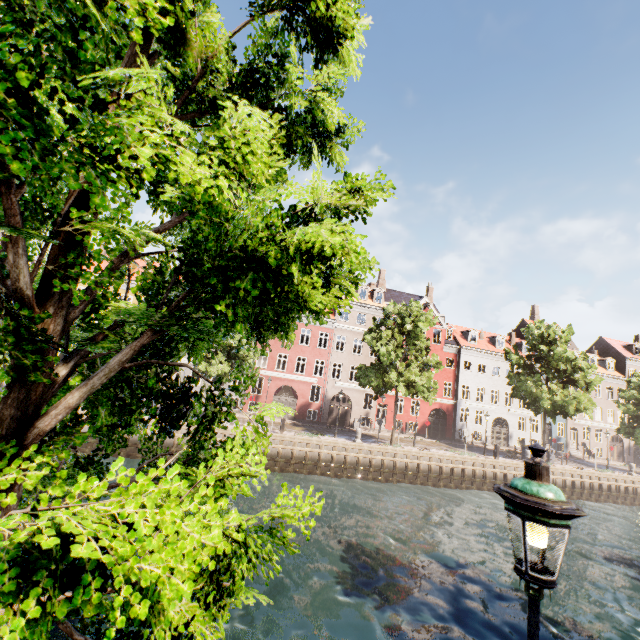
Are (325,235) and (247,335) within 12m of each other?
yes

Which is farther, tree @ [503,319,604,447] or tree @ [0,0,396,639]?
tree @ [503,319,604,447]

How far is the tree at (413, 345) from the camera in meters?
24.2 m

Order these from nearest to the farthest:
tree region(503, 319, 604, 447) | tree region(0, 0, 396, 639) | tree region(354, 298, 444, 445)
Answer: tree region(0, 0, 396, 639) → tree region(354, 298, 444, 445) → tree region(503, 319, 604, 447)

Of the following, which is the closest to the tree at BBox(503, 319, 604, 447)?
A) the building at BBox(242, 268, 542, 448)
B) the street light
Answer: the street light
